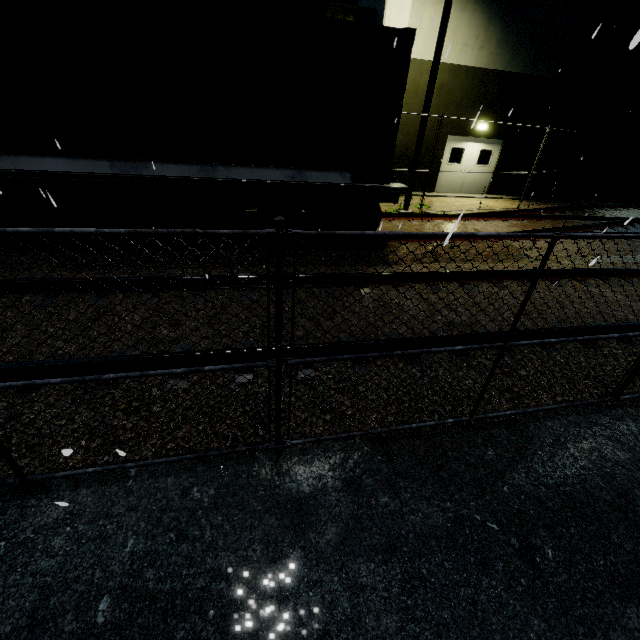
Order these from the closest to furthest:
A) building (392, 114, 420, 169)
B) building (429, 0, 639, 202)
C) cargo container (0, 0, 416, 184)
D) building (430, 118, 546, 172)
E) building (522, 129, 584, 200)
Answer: cargo container (0, 0, 416, 184), building (429, 0, 639, 202), building (392, 114, 420, 169), building (430, 118, 546, 172), building (522, 129, 584, 200)

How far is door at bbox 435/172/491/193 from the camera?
15.7 meters

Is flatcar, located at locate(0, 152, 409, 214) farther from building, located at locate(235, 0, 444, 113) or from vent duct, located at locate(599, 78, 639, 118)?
vent duct, located at locate(599, 78, 639, 118)

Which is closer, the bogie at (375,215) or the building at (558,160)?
the bogie at (375,215)

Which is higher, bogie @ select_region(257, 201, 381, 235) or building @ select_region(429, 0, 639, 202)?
building @ select_region(429, 0, 639, 202)

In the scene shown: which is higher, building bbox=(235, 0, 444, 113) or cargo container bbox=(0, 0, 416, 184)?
building bbox=(235, 0, 444, 113)

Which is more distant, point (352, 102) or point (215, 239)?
point (215, 239)

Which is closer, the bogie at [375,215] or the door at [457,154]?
the bogie at [375,215]
